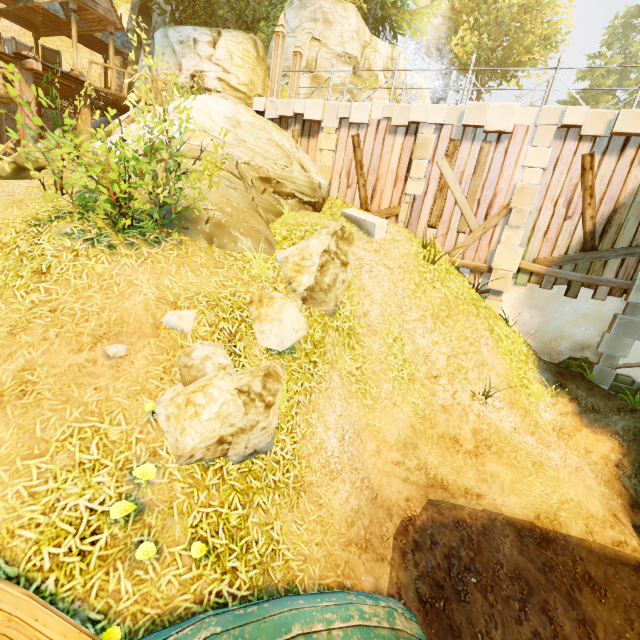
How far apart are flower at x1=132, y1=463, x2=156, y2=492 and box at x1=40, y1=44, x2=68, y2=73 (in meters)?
22.07

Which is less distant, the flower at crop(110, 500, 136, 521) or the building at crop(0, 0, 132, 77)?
the flower at crop(110, 500, 136, 521)

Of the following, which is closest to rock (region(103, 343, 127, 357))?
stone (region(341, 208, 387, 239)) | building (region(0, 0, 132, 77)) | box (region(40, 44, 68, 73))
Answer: stone (region(341, 208, 387, 239))

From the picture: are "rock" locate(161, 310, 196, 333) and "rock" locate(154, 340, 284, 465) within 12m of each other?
yes

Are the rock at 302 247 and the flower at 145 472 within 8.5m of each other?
yes

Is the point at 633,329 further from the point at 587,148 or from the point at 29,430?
the point at 29,430

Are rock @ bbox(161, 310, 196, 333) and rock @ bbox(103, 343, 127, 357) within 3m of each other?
yes

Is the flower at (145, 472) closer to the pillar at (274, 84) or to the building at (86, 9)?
the pillar at (274, 84)
